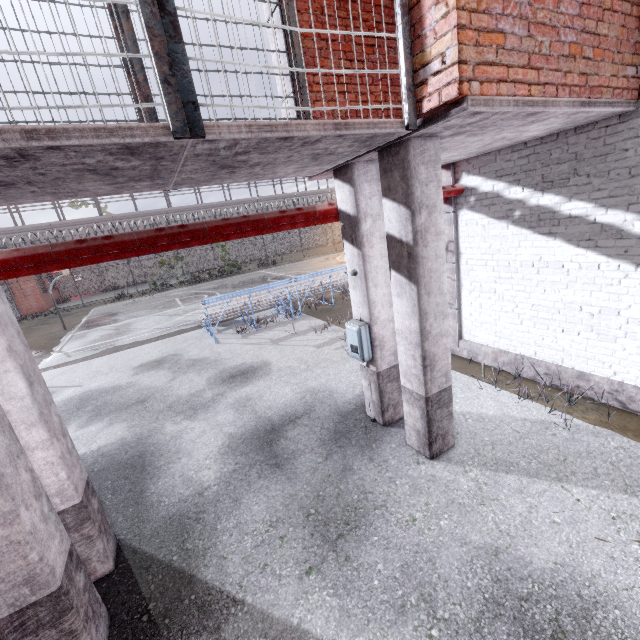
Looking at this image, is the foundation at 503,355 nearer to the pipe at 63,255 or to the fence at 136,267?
the fence at 136,267

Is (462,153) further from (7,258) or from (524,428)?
(7,258)

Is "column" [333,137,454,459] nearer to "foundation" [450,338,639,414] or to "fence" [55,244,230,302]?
"foundation" [450,338,639,414]

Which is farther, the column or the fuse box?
the fuse box

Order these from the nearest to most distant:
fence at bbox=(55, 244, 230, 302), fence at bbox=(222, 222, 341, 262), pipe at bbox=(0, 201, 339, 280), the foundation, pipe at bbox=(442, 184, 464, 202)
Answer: pipe at bbox=(0, 201, 339, 280) < the foundation < pipe at bbox=(442, 184, 464, 202) < fence at bbox=(55, 244, 230, 302) < fence at bbox=(222, 222, 341, 262)

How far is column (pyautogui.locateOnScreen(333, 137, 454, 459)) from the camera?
3.5 meters

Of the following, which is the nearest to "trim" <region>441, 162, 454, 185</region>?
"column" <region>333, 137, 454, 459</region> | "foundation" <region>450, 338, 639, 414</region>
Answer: "foundation" <region>450, 338, 639, 414</region>

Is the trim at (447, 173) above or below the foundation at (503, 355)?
above
